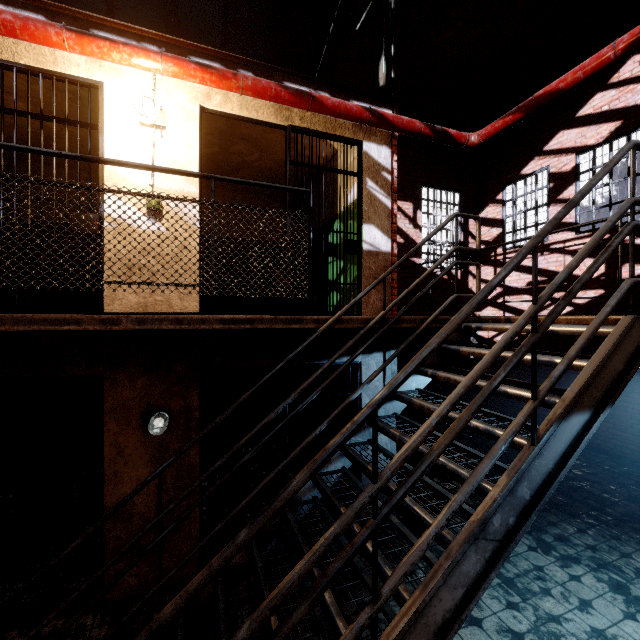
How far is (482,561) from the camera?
1.48m

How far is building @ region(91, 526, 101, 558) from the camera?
4.02m

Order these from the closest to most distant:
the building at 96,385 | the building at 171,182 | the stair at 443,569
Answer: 1. the stair at 443,569
2. the building at 171,182
3. the building at 96,385

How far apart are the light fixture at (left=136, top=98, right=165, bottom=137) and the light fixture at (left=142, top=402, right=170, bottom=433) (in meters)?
2.99

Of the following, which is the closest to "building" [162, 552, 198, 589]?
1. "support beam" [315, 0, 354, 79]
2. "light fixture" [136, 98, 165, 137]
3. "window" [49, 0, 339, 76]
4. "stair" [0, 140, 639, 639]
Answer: "stair" [0, 140, 639, 639]

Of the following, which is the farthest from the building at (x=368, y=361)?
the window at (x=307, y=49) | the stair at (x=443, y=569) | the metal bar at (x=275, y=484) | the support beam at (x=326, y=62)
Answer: the window at (x=307, y=49)

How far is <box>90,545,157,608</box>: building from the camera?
3.3m
